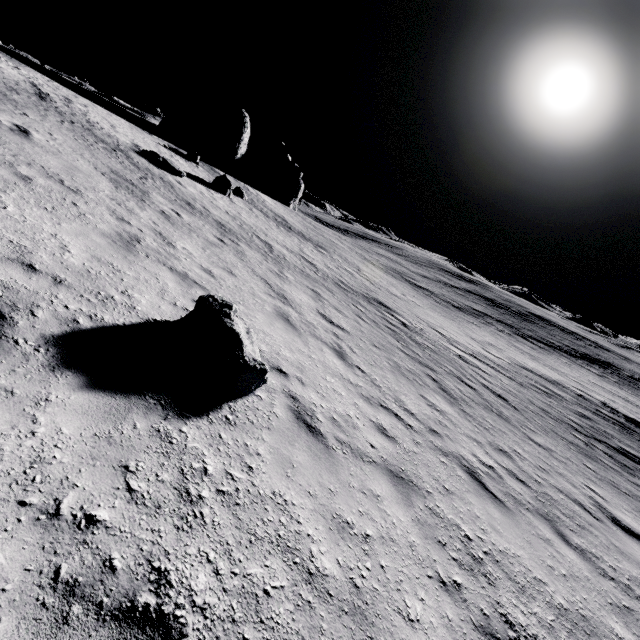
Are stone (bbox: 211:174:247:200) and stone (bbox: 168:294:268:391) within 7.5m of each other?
no

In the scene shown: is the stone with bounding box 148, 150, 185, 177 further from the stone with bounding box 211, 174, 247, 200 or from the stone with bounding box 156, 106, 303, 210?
the stone with bounding box 156, 106, 303, 210

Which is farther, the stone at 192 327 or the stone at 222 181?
the stone at 222 181

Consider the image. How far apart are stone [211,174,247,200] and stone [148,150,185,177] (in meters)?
3.64

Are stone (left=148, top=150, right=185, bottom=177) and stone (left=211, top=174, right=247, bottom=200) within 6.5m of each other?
yes

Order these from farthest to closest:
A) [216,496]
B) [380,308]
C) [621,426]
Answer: [621,426], [380,308], [216,496]

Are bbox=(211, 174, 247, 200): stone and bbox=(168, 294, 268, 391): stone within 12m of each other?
no

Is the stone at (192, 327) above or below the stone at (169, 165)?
below
